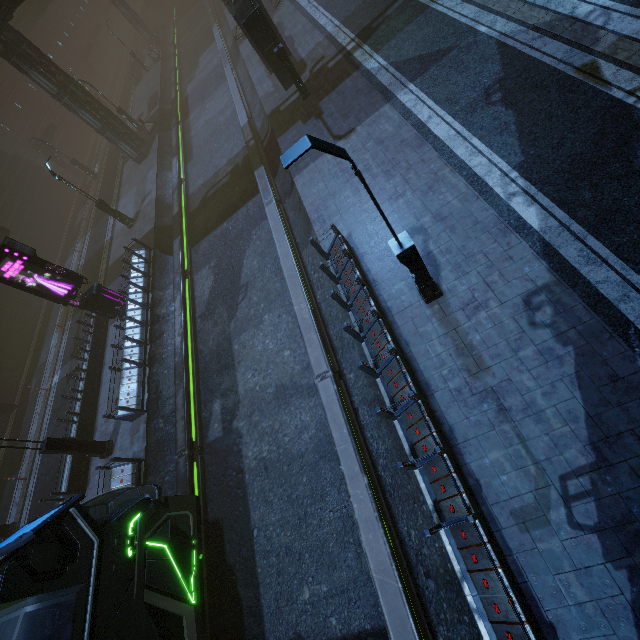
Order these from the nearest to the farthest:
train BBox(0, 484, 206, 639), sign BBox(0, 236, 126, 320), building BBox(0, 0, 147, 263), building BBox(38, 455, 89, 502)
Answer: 1. train BBox(0, 484, 206, 639)
2. building BBox(38, 455, 89, 502)
3. sign BBox(0, 236, 126, 320)
4. building BBox(0, 0, 147, 263)

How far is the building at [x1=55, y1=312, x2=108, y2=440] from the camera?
15.2m

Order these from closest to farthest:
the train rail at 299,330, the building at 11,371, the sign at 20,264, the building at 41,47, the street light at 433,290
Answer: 1. the street light at 433,290
2. the train rail at 299,330
3. the sign at 20,264
4. the building at 11,371
5. the building at 41,47

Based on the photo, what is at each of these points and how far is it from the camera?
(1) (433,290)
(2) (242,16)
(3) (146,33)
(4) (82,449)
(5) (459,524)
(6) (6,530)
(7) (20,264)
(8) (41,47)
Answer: (1) street light, 8.5m
(2) building, 15.7m
(3) building, 46.7m
(4) street light, 13.1m
(5) building, 6.2m
(6) street light, 15.5m
(7) sign, 14.2m
(8) building, 45.8m

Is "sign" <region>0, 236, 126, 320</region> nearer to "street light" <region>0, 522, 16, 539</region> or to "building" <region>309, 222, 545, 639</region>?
"building" <region>309, 222, 545, 639</region>

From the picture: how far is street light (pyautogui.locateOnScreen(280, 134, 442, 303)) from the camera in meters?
4.8 m

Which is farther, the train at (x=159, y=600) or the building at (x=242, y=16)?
the building at (x=242, y=16)

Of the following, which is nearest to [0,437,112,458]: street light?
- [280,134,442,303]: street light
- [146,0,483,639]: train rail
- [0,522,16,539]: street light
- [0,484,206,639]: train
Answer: [146,0,483,639]: train rail
